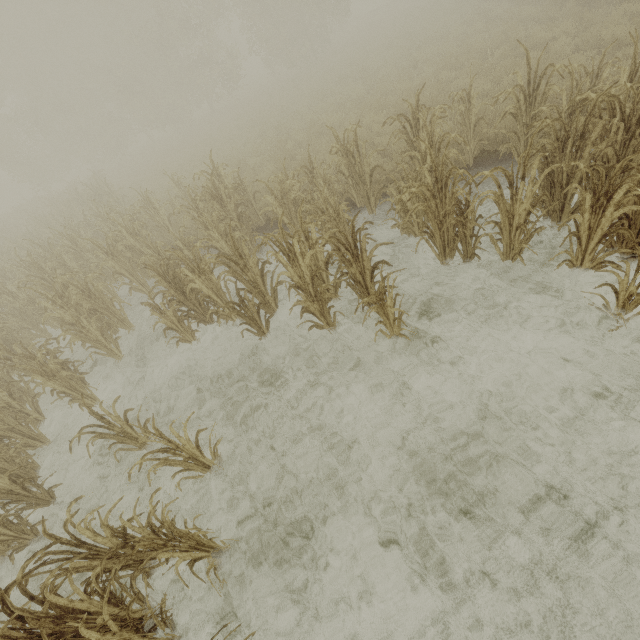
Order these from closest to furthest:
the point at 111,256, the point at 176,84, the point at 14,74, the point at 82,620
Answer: the point at 82,620 → the point at 111,256 → the point at 176,84 → the point at 14,74
